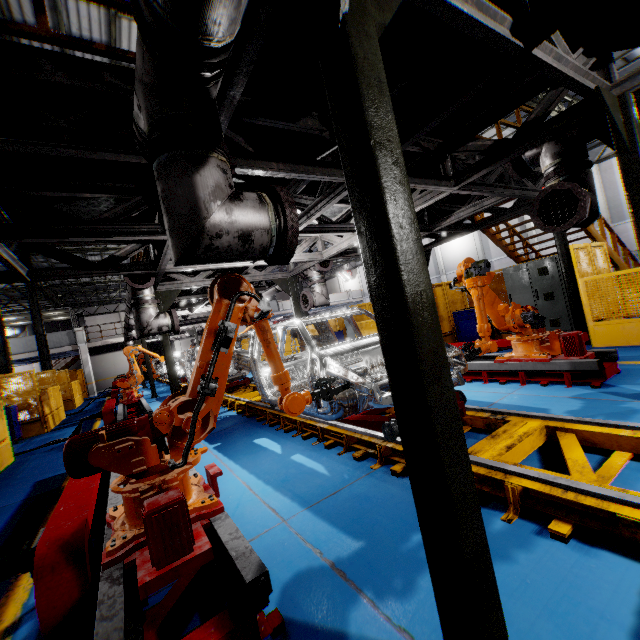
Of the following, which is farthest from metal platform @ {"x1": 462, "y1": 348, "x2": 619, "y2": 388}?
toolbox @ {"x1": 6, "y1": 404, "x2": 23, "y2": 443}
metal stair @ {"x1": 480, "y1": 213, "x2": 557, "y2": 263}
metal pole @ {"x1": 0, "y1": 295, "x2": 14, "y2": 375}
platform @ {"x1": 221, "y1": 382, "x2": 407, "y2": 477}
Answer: metal pole @ {"x1": 0, "y1": 295, "x2": 14, "y2": 375}

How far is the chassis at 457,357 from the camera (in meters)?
3.93

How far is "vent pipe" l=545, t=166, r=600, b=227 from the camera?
3.97m

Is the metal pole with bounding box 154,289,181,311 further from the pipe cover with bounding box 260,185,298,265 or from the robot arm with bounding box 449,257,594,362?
→ the pipe cover with bounding box 260,185,298,265

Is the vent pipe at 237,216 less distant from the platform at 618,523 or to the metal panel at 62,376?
the platform at 618,523

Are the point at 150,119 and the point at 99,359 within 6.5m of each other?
no

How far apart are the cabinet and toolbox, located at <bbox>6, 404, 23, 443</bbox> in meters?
15.6

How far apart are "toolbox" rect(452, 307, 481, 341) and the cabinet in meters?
0.8 m
